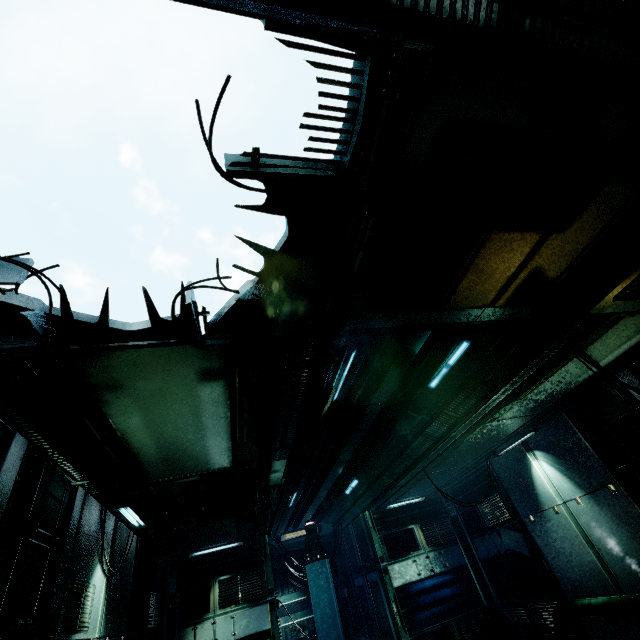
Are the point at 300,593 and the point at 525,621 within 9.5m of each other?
yes

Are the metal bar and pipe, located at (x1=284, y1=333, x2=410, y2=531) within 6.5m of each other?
yes

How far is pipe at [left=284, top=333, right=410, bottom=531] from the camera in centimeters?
482cm

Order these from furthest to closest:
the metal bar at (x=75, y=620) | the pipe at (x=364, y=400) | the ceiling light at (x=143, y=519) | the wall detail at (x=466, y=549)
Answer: the wall detail at (x=466, y=549), the ceiling light at (x=143, y=519), the pipe at (x=364, y=400), the metal bar at (x=75, y=620)

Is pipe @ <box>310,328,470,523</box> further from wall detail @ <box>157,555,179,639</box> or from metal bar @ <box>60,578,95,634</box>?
metal bar @ <box>60,578,95,634</box>

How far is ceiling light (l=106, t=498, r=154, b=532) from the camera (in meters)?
5.48

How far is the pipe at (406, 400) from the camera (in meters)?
5.15

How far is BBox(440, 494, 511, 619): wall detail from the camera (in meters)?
10.45
